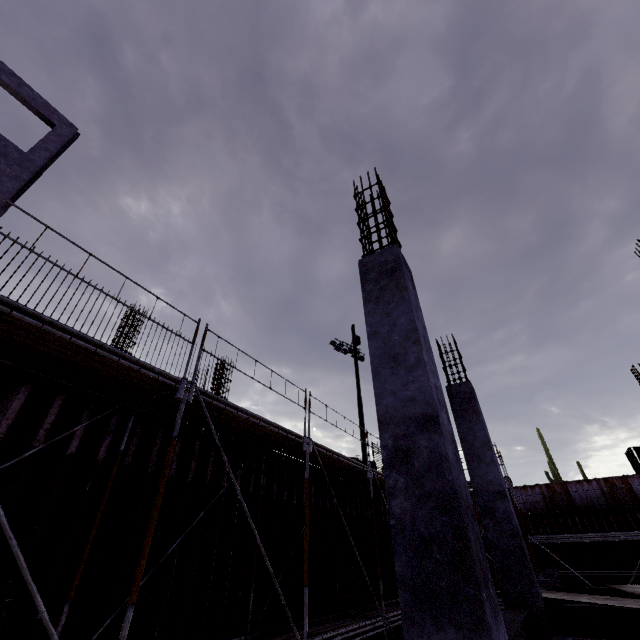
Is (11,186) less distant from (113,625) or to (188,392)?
(188,392)

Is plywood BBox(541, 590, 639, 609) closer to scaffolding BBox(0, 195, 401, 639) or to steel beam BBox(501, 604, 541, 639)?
steel beam BBox(501, 604, 541, 639)

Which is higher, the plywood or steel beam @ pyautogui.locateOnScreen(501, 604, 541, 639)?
the plywood

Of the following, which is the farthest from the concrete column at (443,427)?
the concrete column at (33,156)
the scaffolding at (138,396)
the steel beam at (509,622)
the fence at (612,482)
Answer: the fence at (612,482)

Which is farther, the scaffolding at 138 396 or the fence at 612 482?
the fence at 612 482

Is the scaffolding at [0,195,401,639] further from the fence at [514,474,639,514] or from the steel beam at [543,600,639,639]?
the steel beam at [543,600,639,639]

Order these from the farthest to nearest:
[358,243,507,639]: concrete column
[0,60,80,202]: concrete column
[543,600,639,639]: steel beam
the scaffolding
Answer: [0,60,80,202]: concrete column < [543,600,639,639]: steel beam < the scaffolding < [358,243,507,639]: concrete column

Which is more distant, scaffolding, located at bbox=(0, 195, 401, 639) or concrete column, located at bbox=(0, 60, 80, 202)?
concrete column, located at bbox=(0, 60, 80, 202)
